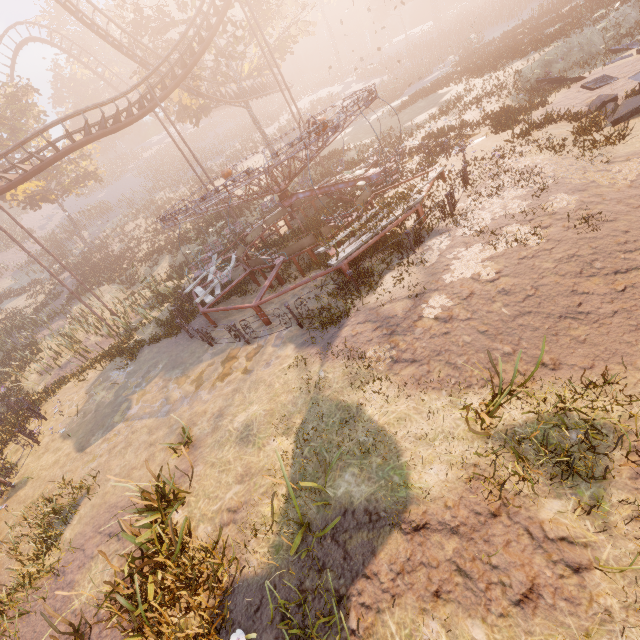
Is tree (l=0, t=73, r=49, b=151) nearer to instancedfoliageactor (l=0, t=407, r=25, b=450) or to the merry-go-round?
the merry-go-round

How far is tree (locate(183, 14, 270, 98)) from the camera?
24.7 meters

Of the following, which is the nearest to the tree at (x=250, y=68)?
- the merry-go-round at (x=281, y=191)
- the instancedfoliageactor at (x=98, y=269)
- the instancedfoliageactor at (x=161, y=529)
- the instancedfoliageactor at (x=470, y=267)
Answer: the merry-go-round at (x=281, y=191)

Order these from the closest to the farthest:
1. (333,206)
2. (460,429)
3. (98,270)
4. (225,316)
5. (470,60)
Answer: (460,429)
(225,316)
(333,206)
(470,60)
(98,270)

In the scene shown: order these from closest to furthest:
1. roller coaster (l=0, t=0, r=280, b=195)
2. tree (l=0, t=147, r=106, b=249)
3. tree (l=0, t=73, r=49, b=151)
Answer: roller coaster (l=0, t=0, r=280, b=195) < tree (l=0, t=73, r=49, b=151) < tree (l=0, t=147, r=106, b=249)

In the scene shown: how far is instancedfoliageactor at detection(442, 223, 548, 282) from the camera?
7.14m

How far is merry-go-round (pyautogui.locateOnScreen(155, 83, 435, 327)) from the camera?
9.7m

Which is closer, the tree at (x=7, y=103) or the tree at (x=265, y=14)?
the tree at (x=265, y=14)
